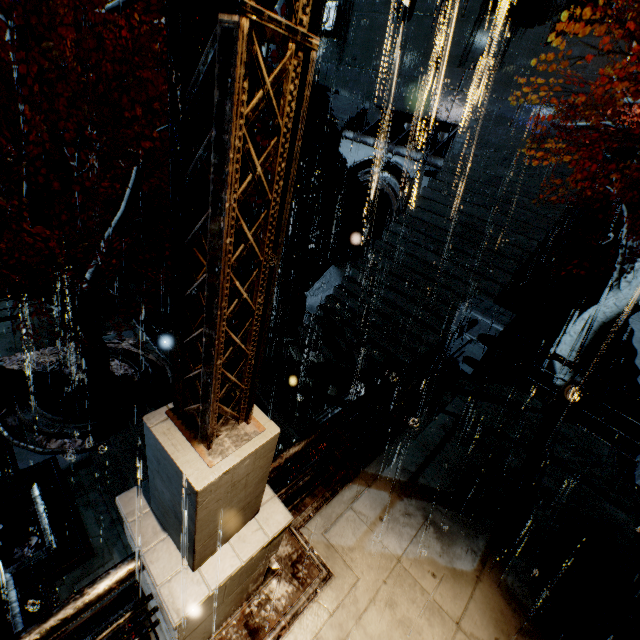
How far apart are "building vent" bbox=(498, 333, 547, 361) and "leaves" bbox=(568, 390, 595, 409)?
0.01m

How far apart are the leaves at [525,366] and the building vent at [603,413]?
0.0m

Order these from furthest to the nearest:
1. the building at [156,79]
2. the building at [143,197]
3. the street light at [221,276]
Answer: the building at [143,197], the building at [156,79], the street light at [221,276]

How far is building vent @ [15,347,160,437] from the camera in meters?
8.9

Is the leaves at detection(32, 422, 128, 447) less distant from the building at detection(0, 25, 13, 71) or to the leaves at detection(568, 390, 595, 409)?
the building at detection(0, 25, 13, 71)

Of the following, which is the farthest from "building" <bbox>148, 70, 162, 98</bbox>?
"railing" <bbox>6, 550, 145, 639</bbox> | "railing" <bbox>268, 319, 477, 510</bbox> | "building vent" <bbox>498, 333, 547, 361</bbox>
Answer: "building vent" <bbox>498, 333, 547, 361</bbox>

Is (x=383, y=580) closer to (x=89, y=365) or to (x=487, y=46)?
(x=89, y=365)

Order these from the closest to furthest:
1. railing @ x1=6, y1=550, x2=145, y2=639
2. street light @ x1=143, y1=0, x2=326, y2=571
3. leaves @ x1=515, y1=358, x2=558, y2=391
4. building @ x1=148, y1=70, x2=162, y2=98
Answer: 1. street light @ x1=143, y1=0, x2=326, y2=571
2. railing @ x1=6, y1=550, x2=145, y2=639
3. leaves @ x1=515, y1=358, x2=558, y2=391
4. building @ x1=148, y1=70, x2=162, y2=98
